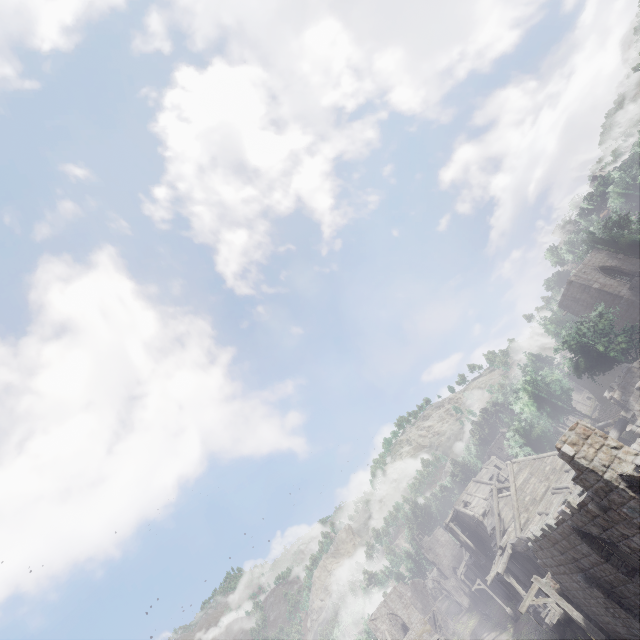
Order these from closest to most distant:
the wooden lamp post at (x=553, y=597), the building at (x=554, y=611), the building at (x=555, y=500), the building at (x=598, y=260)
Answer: the building at (x=555, y=500), the wooden lamp post at (x=553, y=597), the building at (x=554, y=611), the building at (x=598, y=260)

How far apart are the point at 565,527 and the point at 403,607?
43.4m

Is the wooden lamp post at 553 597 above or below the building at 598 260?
below

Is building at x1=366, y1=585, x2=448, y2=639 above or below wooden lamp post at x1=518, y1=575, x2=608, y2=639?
above

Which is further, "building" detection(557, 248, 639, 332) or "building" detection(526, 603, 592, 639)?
"building" detection(557, 248, 639, 332)

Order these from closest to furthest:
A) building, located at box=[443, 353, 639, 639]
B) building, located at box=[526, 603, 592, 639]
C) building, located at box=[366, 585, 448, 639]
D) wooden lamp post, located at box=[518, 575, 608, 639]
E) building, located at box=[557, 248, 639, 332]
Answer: building, located at box=[443, 353, 639, 639] < wooden lamp post, located at box=[518, 575, 608, 639] < building, located at box=[526, 603, 592, 639] < building, located at box=[557, 248, 639, 332] < building, located at box=[366, 585, 448, 639]

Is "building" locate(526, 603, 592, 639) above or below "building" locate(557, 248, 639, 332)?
below
